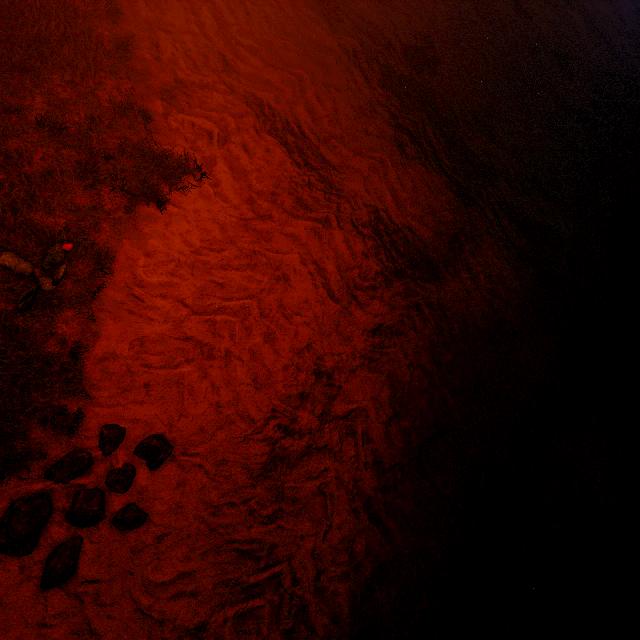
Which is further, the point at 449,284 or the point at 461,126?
the point at 461,126

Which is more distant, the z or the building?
the building

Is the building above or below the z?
above

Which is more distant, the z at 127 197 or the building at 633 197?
the building at 633 197

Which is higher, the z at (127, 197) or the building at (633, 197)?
the building at (633, 197)
